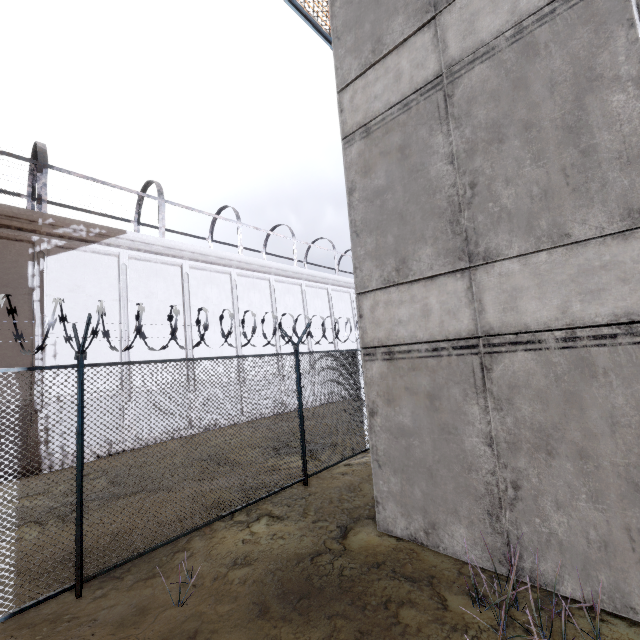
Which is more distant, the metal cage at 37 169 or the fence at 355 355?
the metal cage at 37 169

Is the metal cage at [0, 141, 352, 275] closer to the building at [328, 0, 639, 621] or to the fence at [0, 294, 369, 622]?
the fence at [0, 294, 369, 622]

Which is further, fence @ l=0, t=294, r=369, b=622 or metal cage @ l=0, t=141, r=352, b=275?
metal cage @ l=0, t=141, r=352, b=275

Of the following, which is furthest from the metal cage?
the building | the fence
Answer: the building

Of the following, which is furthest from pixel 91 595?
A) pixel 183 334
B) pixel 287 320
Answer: pixel 287 320

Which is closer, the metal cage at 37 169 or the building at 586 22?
the building at 586 22

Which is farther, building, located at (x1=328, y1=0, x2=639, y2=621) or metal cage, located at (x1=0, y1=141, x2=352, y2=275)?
metal cage, located at (x1=0, y1=141, x2=352, y2=275)
